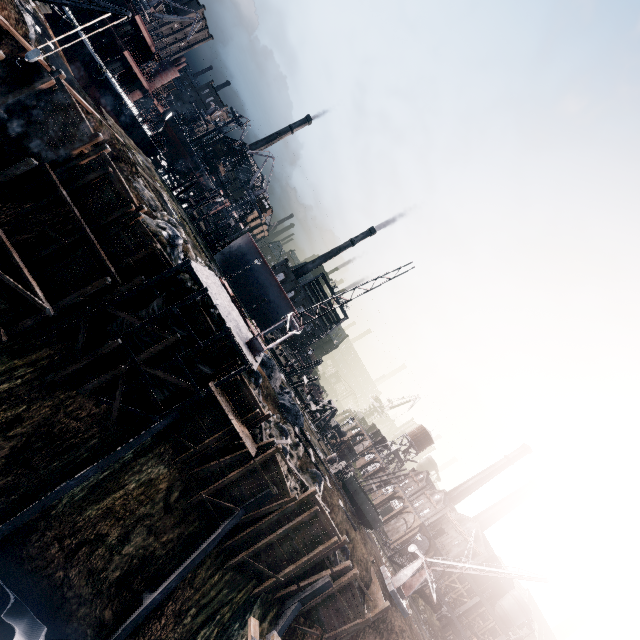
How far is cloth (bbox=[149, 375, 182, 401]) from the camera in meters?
22.2

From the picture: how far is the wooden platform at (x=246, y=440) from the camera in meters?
21.5 m

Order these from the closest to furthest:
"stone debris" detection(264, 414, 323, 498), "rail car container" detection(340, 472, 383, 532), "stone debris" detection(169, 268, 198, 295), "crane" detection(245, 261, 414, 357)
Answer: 1. "crane" detection(245, 261, 414, 357)
2. "stone debris" detection(169, 268, 198, 295)
3. "stone debris" detection(264, 414, 323, 498)
4. "rail car container" detection(340, 472, 383, 532)

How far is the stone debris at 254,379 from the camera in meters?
27.1

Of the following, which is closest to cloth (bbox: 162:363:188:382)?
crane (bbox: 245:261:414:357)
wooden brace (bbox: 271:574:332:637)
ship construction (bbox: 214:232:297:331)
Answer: crane (bbox: 245:261:414:357)

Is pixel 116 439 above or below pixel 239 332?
below

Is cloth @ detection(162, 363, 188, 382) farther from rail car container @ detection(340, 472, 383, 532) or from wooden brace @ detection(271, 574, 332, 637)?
rail car container @ detection(340, 472, 383, 532)

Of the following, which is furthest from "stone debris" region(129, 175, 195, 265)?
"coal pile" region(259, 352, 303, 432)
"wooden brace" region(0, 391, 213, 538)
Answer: "coal pile" region(259, 352, 303, 432)
